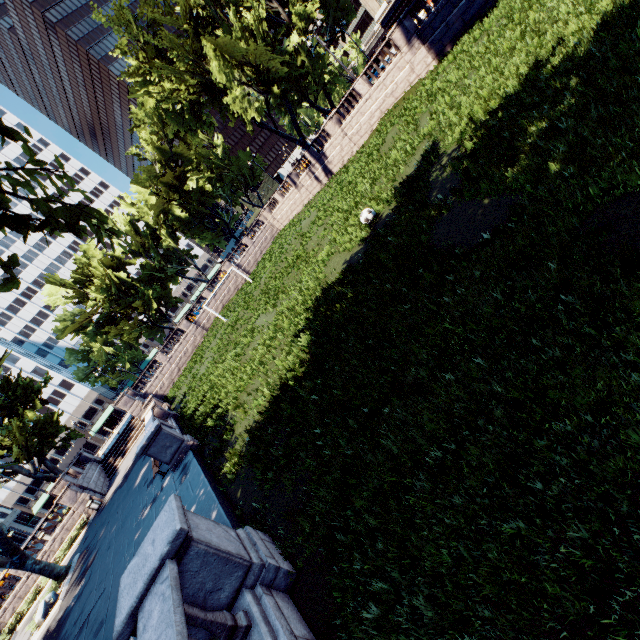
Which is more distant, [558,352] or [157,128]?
[157,128]

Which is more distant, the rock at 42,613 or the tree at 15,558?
the tree at 15,558

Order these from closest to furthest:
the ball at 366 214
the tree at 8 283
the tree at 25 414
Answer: the tree at 8 283, the ball at 366 214, the tree at 25 414

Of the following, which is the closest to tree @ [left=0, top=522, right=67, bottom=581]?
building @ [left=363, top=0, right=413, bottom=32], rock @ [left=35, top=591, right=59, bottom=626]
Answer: rock @ [left=35, top=591, right=59, bottom=626]

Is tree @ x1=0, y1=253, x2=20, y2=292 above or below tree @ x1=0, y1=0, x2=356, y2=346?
below

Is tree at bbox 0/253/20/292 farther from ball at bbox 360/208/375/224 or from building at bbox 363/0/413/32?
ball at bbox 360/208/375/224

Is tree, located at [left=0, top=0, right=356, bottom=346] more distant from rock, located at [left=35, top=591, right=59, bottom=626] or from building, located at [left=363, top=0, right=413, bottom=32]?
building, located at [left=363, top=0, right=413, bottom=32]

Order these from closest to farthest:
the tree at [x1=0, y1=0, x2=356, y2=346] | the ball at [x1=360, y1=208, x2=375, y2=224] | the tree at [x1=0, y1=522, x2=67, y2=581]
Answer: the tree at [x1=0, y1=0, x2=356, y2=346], the ball at [x1=360, y1=208, x2=375, y2=224], the tree at [x1=0, y1=522, x2=67, y2=581]
